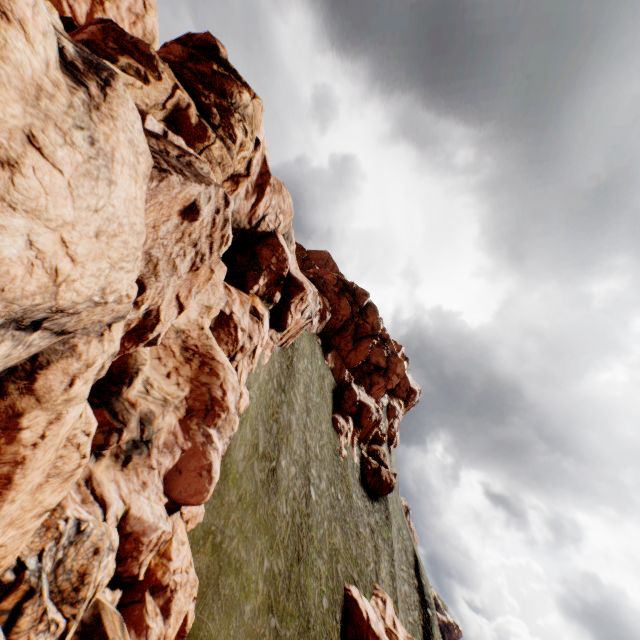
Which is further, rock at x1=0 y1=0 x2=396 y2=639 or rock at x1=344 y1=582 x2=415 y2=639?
rock at x1=344 y1=582 x2=415 y2=639

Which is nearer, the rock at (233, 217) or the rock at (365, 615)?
the rock at (233, 217)

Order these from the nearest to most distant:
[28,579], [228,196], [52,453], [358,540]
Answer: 1. [52,453]
2. [28,579]
3. [228,196]
4. [358,540]
